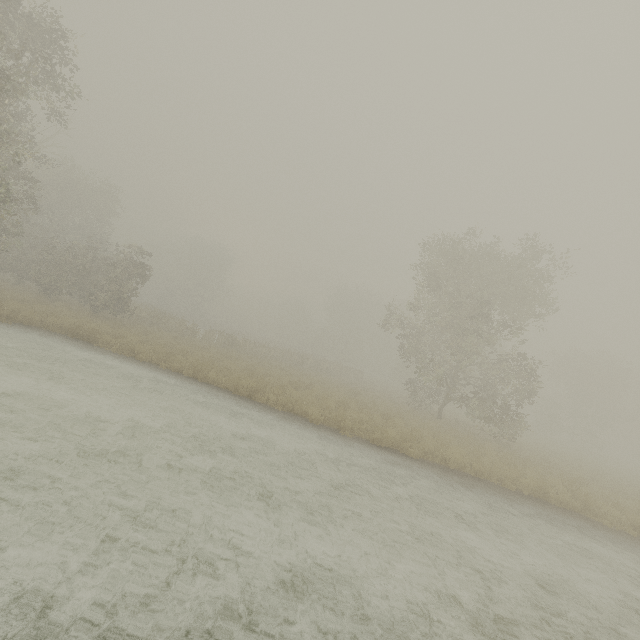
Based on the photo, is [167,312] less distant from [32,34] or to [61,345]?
[61,345]
